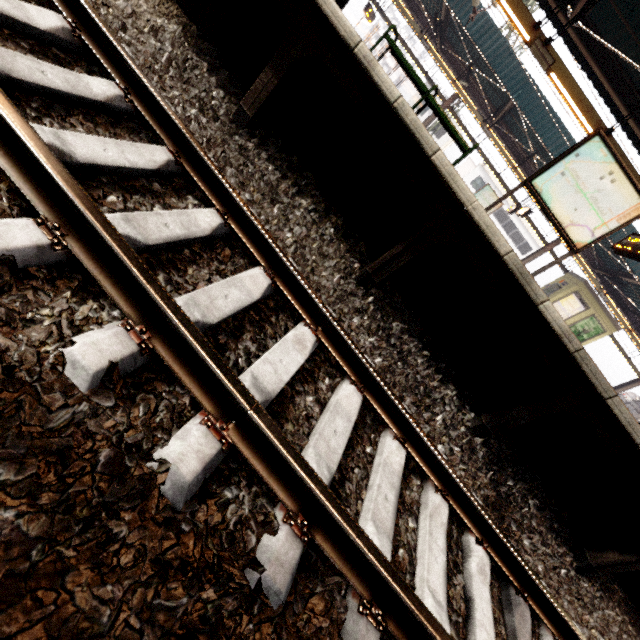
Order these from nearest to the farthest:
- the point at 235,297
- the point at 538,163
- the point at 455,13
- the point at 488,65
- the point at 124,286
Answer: the point at 124,286 → the point at 235,297 → the point at 488,65 → the point at 455,13 → the point at 538,163

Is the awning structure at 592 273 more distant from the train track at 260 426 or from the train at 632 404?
the train track at 260 426

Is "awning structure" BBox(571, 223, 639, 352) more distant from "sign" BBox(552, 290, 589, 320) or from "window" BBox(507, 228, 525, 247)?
"window" BBox(507, 228, 525, 247)

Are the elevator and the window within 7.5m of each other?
no

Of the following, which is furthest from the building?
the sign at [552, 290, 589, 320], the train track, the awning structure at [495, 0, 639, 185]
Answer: the train track

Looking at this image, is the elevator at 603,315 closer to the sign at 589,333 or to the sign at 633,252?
the sign at 589,333

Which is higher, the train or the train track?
the train

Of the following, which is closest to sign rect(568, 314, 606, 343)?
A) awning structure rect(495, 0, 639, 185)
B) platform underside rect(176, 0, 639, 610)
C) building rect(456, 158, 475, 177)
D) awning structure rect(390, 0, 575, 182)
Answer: awning structure rect(390, 0, 575, 182)
